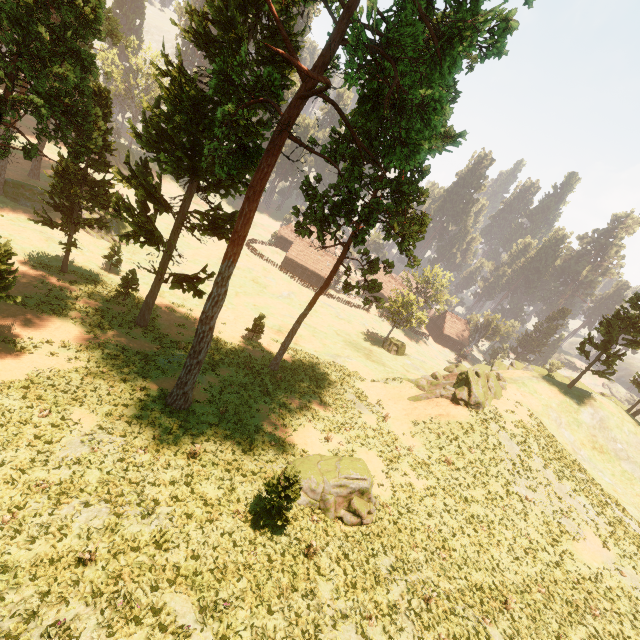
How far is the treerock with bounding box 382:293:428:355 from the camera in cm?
5232

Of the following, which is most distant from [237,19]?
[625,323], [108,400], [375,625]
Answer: [625,323]

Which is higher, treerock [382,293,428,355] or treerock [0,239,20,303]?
treerock [0,239,20,303]

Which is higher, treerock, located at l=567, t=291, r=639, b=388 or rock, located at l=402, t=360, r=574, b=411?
treerock, located at l=567, t=291, r=639, b=388

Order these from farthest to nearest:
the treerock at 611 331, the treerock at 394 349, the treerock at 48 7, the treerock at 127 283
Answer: the treerock at 394 349 → the treerock at 611 331 → the treerock at 127 283 → the treerock at 48 7

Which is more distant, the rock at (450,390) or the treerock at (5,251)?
the rock at (450,390)

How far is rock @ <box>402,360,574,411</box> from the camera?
30.2 meters

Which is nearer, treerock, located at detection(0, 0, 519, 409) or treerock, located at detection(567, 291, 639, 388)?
treerock, located at detection(0, 0, 519, 409)
